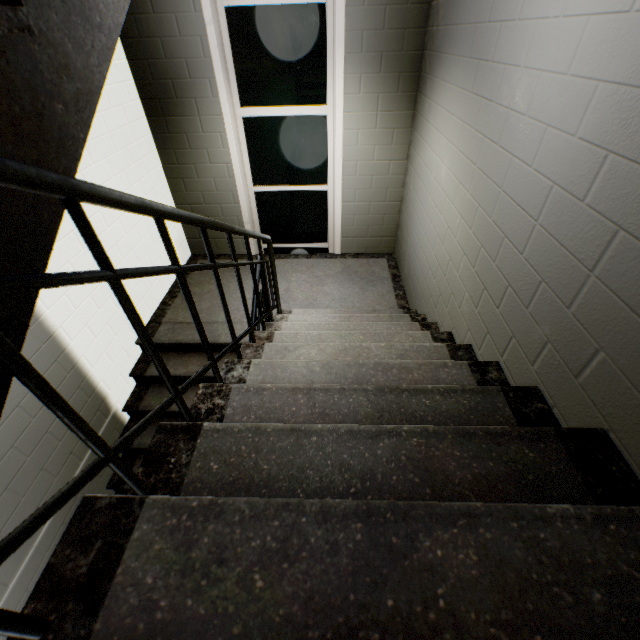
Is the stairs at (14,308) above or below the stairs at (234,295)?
above

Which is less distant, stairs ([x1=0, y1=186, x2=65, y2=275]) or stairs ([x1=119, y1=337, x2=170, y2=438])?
stairs ([x1=0, y1=186, x2=65, y2=275])

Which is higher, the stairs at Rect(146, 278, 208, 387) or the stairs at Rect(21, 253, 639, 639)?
the stairs at Rect(21, 253, 639, 639)

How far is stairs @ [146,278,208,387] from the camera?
3.4m

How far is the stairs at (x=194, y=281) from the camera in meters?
3.4

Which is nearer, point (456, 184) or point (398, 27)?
point (456, 184)
